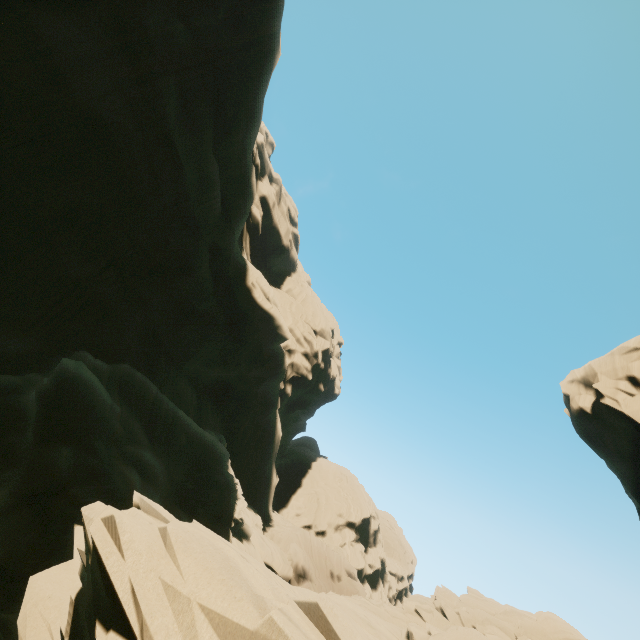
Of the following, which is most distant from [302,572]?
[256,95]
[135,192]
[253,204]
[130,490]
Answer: [253,204]

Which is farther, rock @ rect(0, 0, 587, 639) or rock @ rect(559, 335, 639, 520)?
rock @ rect(559, 335, 639, 520)

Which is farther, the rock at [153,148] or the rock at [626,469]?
the rock at [626,469]
